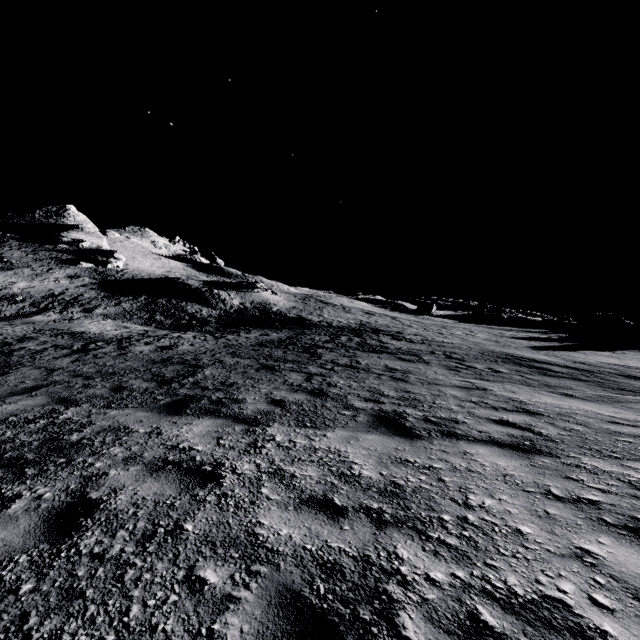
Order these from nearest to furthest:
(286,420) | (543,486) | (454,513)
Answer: (454,513)
(543,486)
(286,420)
